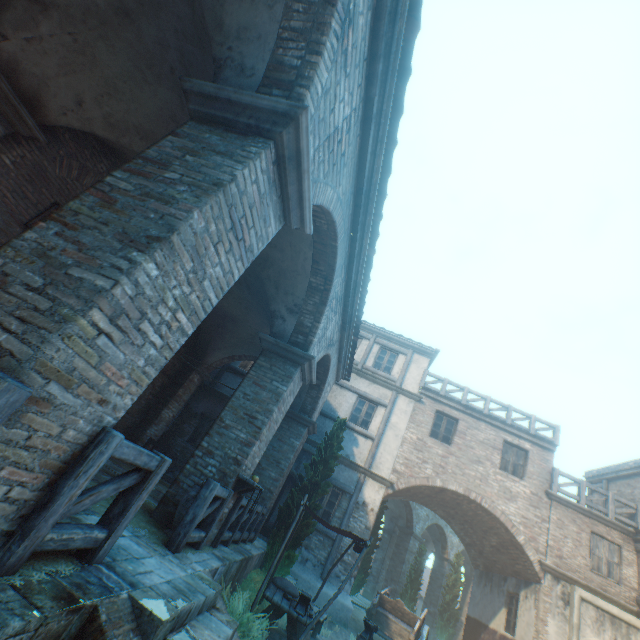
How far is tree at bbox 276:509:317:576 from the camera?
9.4 meters

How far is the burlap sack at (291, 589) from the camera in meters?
7.2 m

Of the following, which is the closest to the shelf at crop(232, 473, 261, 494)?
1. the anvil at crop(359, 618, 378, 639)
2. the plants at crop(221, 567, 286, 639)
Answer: the plants at crop(221, 567, 286, 639)

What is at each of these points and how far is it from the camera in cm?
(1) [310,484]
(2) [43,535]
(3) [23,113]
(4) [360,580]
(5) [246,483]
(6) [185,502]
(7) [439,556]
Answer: (1) tree, 1052
(2) fence, 220
(3) building, 500
(4) tree, 1714
(5) shelf, 611
(6) ceramic pot, 533
(7) building, 2370

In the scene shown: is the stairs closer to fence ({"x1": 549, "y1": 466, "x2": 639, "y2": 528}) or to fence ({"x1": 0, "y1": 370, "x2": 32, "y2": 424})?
fence ({"x1": 0, "y1": 370, "x2": 32, "y2": 424})

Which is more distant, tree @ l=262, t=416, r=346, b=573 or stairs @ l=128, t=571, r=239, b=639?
tree @ l=262, t=416, r=346, b=573

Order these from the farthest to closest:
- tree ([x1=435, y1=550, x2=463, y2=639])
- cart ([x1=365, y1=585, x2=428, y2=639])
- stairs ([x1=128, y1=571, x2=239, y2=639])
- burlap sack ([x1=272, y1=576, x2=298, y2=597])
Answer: tree ([x1=435, y1=550, x2=463, y2=639]), cart ([x1=365, y1=585, x2=428, y2=639]), burlap sack ([x1=272, y1=576, x2=298, y2=597]), stairs ([x1=128, y1=571, x2=239, y2=639])

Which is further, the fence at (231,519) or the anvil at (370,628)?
the anvil at (370,628)
